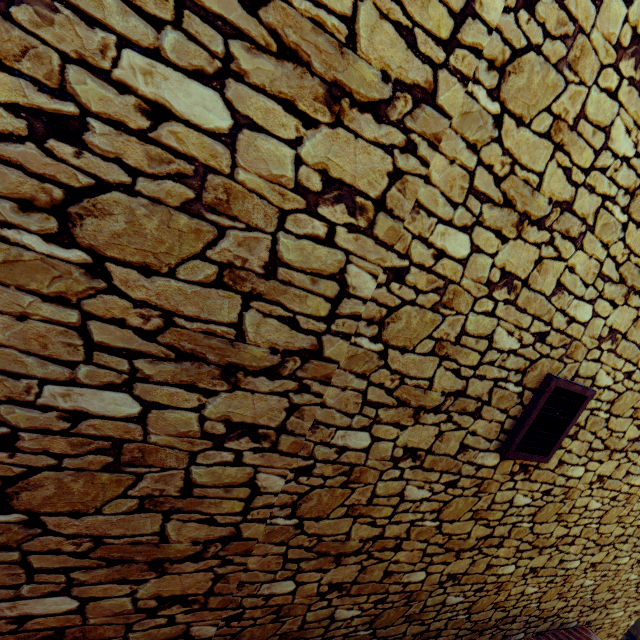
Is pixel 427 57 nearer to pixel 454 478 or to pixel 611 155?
pixel 611 155

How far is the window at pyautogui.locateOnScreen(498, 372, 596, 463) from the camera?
2.31m

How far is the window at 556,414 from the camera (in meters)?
2.31
